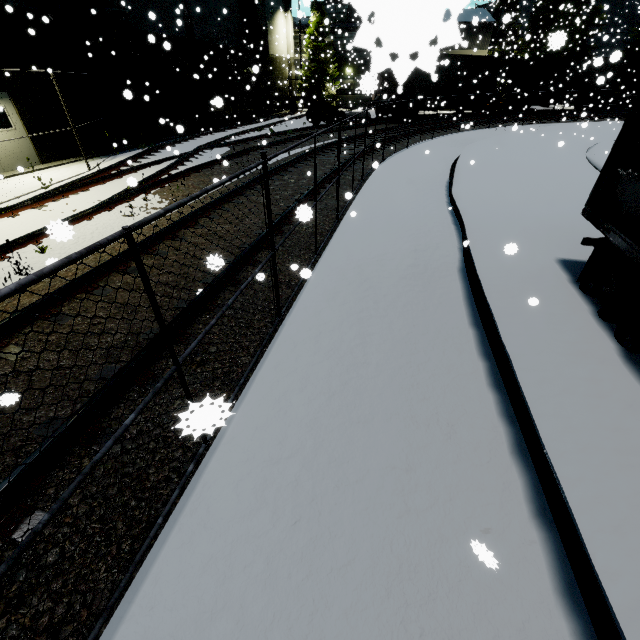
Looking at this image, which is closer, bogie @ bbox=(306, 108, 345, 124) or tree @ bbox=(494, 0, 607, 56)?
tree @ bbox=(494, 0, 607, 56)

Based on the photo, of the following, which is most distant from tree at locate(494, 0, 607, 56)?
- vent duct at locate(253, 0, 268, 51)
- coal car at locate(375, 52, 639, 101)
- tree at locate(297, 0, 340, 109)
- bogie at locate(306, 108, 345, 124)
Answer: vent duct at locate(253, 0, 268, 51)

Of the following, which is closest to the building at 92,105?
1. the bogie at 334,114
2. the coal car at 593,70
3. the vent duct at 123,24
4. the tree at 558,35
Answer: the vent duct at 123,24

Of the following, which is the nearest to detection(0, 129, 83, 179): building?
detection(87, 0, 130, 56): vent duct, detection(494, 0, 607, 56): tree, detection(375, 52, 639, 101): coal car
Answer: detection(87, 0, 130, 56): vent duct

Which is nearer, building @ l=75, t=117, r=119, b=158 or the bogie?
building @ l=75, t=117, r=119, b=158

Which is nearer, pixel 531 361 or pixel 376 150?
pixel 531 361

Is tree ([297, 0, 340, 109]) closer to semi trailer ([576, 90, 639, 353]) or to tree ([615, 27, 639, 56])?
semi trailer ([576, 90, 639, 353])

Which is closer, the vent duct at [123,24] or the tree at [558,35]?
the vent duct at [123,24]
